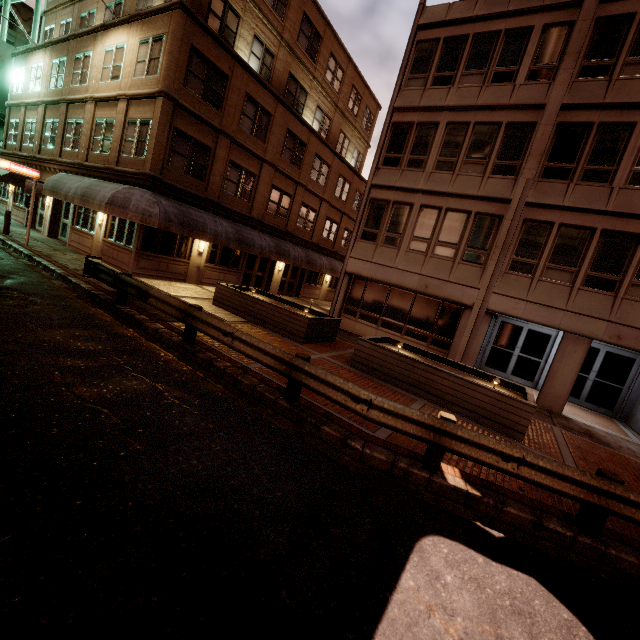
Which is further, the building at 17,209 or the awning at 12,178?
the building at 17,209

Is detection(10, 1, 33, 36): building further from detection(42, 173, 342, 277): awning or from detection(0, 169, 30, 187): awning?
detection(42, 173, 342, 277): awning

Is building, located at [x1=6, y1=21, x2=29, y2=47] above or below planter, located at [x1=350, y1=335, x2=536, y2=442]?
above

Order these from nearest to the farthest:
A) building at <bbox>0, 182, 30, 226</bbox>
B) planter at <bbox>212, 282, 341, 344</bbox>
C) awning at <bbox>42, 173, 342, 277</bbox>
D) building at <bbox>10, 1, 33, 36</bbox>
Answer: planter at <bbox>212, 282, 341, 344</bbox> < awning at <bbox>42, 173, 342, 277</bbox> < building at <bbox>0, 182, 30, 226</bbox> < building at <bbox>10, 1, 33, 36</bbox>

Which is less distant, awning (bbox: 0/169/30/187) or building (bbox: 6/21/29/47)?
awning (bbox: 0/169/30/187)

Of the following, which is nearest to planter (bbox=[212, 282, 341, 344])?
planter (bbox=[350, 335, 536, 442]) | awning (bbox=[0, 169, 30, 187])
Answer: planter (bbox=[350, 335, 536, 442])

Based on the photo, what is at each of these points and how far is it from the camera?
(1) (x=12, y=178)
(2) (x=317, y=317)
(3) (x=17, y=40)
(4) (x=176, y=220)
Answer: (1) awning, 20.9 meters
(2) planter, 12.0 meters
(3) building, 44.6 meters
(4) awning, 14.6 meters

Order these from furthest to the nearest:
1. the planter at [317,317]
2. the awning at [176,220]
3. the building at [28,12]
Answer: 1. the building at [28,12]
2. the awning at [176,220]
3. the planter at [317,317]
